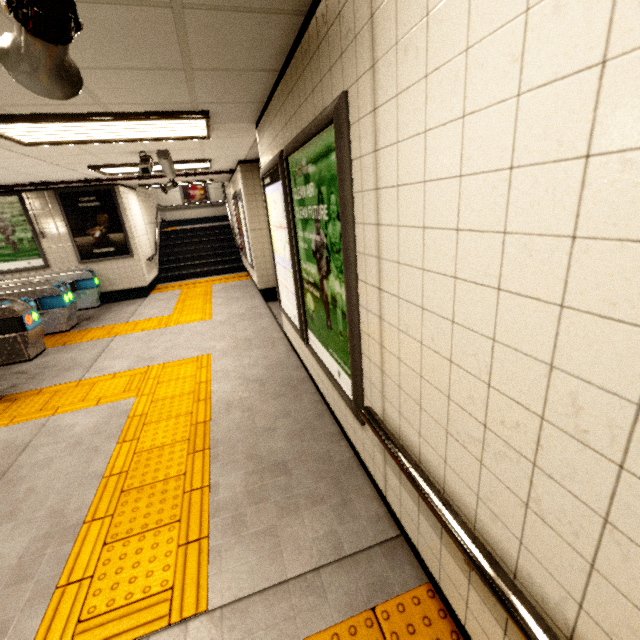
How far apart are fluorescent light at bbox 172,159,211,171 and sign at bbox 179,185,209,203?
10.3 meters

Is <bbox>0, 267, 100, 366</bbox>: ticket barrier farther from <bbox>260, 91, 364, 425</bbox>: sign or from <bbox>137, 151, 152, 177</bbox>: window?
<bbox>260, 91, 364, 425</bbox>: sign

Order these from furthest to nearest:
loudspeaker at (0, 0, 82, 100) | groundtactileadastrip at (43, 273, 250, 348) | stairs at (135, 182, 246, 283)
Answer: stairs at (135, 182, 246, 283) → groundtactileadastrip at (43, 273, 250, 348) → loudspeaker at (0, 0, 82, 100)

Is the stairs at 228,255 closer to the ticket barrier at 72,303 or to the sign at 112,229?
the sign at 112,229

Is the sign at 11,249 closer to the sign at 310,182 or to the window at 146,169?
the window at 146,169

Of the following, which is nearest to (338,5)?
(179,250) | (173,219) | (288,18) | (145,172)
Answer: (288,18)

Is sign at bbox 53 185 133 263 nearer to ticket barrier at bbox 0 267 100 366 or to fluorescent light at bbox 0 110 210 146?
ticket barrier at bbox 0 267 100 366

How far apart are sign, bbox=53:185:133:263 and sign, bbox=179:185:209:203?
8.27m
